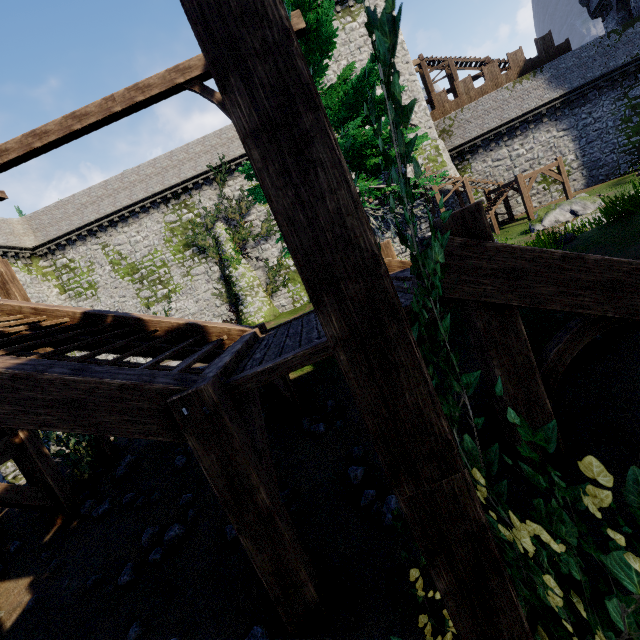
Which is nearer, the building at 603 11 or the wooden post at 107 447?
the wooden post at 107 447

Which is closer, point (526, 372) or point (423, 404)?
point (423, 404)

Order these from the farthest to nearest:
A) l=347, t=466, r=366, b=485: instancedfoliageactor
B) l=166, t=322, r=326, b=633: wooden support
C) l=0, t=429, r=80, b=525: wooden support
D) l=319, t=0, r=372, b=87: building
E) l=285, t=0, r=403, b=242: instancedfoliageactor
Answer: l=319, t=0, r=372, b=87: building
l=285, t=0, r=403, b=242: instancedfoliageactor
l=0, t=429, r=80, b=525: wooden support
l=347, t=466, r=366, b=485: instancedfoliageactor
l=166, t=322, r=326, b=633: wooden support

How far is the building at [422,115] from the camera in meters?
24.2 m

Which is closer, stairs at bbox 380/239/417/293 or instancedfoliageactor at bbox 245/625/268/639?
instancedfoliageactor at bbox 245/625/268/639

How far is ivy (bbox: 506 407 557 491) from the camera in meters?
1.2 m

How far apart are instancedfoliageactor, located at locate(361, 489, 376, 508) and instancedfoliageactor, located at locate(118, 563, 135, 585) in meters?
3.4

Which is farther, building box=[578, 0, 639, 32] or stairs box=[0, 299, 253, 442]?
building box=[578, 0, 639, 32]
